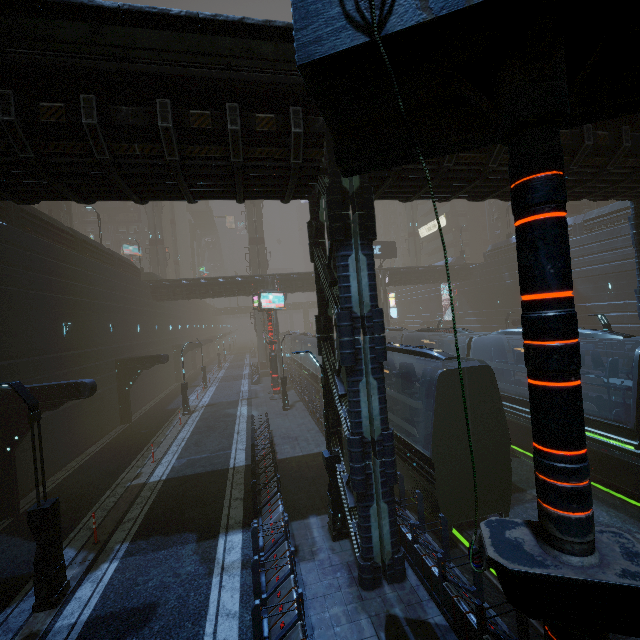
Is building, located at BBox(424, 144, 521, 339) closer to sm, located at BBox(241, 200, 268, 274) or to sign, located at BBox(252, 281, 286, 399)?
sm, located at BBox(241, 200, 268, 274)

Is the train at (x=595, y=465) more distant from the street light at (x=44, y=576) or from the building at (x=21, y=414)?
the street light at (x=44, y=576)

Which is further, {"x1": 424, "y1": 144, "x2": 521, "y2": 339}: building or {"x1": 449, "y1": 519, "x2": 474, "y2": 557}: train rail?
{"x1": 449, "y1": 519, "x2": 474, "y2": 557}: train rail

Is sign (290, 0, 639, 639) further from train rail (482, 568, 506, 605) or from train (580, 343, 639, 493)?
train (580, 343, 639, 493)

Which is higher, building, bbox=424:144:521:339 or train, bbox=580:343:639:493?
building, bbox=424:144:521:339

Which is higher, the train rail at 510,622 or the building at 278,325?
the building at 278,325

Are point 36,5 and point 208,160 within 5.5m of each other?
yes

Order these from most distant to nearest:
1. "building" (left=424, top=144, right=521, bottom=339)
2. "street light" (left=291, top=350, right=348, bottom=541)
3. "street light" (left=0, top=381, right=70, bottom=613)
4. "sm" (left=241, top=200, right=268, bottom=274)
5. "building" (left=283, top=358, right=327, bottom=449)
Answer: "sm" (left=241, top=200, right=268, bottom=274)
"building" (left=283, top=358, right=327, bottom=449)
"street light" (left=291, top=350, right=348, bottom=541)
"building" (left=424, top=144, right=521, bottom=339)
"street light" (left=0, top=381, right=70, bottom=613)
